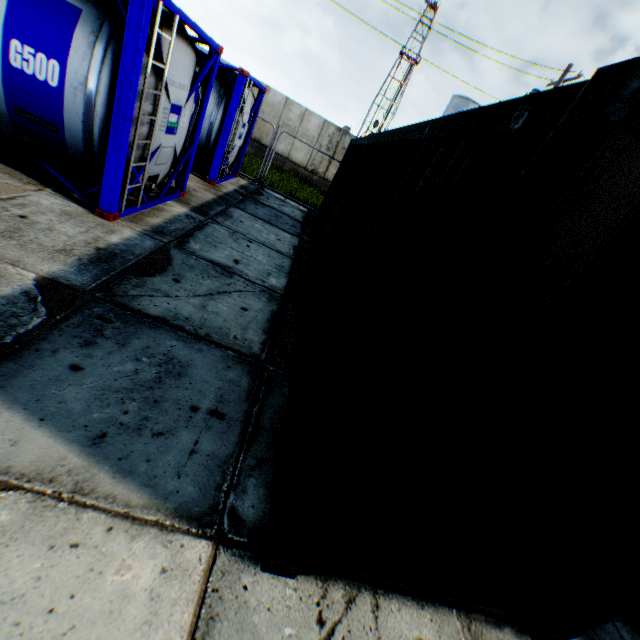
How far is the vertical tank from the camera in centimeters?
3256cm

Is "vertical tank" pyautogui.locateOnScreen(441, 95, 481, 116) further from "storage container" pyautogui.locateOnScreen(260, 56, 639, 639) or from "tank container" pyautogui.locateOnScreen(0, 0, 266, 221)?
"tank container" pyautogui.locateOnScreen(0, 0, 266, 221)

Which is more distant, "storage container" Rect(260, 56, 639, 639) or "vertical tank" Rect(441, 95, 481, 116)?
"vertical tank" Rect(441, 95, 481, 116)

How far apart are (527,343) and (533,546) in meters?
1.6

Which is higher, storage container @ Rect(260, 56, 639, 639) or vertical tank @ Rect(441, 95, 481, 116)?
vertical tank @ Rect(441, 95, 481, 116)

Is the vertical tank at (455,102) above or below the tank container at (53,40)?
above

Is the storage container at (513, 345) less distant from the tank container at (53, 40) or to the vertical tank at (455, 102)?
the tank container at (53, 40)

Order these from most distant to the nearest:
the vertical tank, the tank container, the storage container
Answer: the vertical tank, the tank container, the storage container
